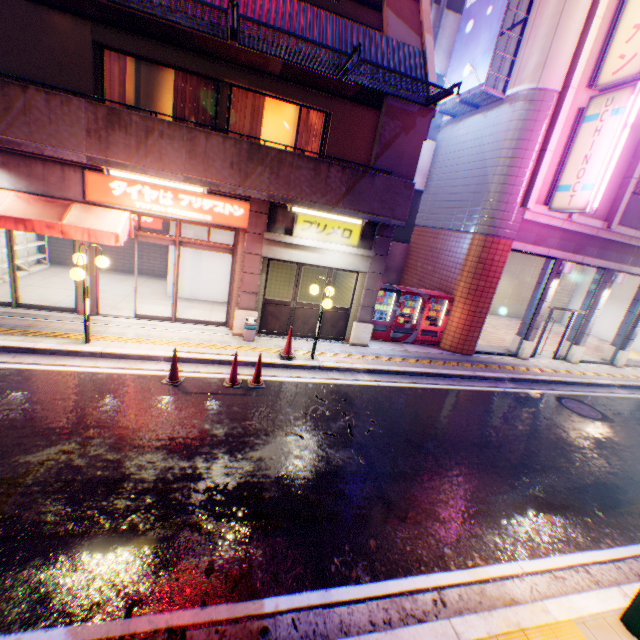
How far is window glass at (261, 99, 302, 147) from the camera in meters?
9.3

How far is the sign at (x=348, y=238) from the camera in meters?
9.5

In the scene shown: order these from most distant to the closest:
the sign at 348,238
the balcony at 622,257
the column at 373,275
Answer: the balcony at 622,257, the column at 373,275, the sign at 348,238

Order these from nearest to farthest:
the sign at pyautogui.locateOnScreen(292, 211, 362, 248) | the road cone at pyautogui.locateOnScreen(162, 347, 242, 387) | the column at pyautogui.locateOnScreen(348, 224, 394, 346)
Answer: the road cone at pyautogui.locateOnScreen(162, 347, 242, 387) → the sign at pyautogui.locateOnScreen(292, 211, 362, 248) → the column at pyautogui.locateOnScreen(348, 224, 394, 346)

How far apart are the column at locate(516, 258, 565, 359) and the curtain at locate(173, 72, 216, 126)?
12.8 meters

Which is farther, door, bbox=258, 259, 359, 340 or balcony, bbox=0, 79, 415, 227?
door, bbox=258, 259, 359, 340

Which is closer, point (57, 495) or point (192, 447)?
point (57, 495)

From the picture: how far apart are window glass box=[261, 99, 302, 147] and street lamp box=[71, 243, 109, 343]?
4.7 meters
